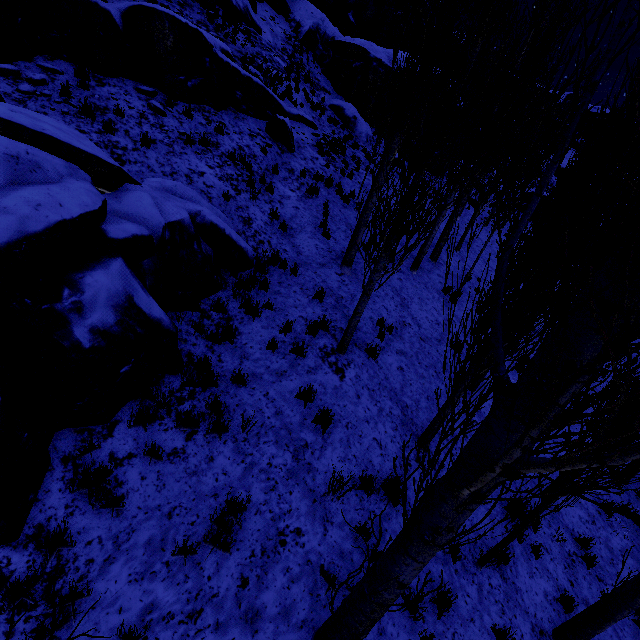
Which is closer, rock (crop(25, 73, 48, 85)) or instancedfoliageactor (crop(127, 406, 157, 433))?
instancedfoliageactor (crop(127, 406, 157, 433))

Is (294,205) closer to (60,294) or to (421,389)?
(421,389)

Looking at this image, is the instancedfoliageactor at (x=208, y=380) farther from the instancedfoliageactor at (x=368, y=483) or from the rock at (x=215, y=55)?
the instancedfoliageactor at (x=368, y=483)

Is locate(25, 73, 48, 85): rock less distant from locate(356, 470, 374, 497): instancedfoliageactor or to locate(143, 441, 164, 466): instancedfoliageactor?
locate(143, 441, 164, 466): instancedfoliageactor

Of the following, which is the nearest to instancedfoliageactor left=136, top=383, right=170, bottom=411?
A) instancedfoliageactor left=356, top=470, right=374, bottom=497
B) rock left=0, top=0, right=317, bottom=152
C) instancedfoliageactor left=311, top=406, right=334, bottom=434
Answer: rock left=0, top=0, right=317, bottom=152

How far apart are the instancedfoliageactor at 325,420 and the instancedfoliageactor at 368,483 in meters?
1.0 m

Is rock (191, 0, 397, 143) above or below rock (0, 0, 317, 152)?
above
